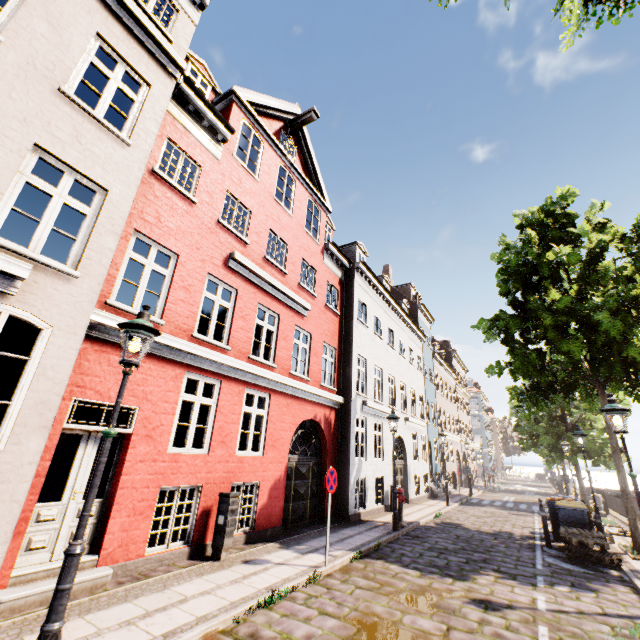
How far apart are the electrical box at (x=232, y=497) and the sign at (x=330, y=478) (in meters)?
2.03

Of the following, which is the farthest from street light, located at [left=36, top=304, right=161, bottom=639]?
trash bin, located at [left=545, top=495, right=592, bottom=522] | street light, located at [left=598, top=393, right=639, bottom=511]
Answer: trash bin, located at [left=545, top=495, right=592, bottom=522]

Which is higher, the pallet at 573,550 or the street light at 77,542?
the street light at 77,542

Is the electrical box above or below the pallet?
above

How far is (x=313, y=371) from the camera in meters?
12.2

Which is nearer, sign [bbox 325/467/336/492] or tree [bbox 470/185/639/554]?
sign [bbox 325/467/336/492]

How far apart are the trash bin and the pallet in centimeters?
66cm

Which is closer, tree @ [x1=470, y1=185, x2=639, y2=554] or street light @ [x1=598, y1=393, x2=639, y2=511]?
street light @ [x1=598, y1=393, x2=639, y2=511]
